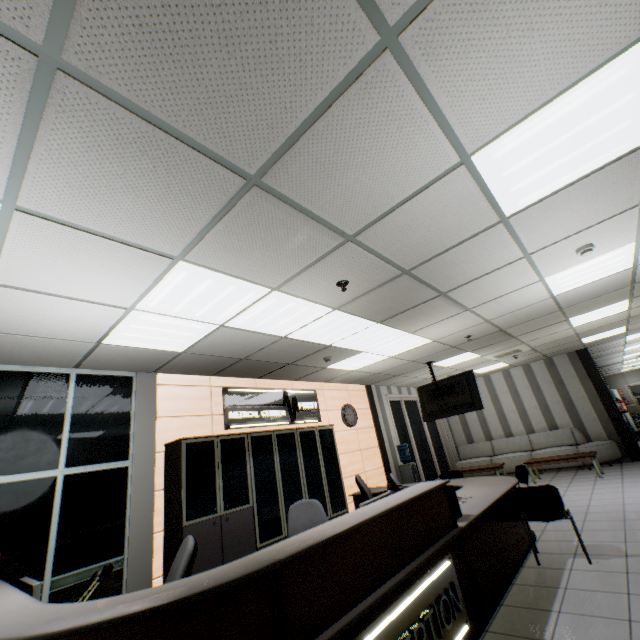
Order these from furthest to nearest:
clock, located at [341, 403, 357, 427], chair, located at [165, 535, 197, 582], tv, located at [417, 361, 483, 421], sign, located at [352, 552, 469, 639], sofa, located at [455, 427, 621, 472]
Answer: sofa, located at [455, 427, 621, 472], clock, located at [341, 403, 357, 427], tv, located at [417, 361, 483, 421], chair, located at [165, 535, 197, 582], sign, located at [352, 552, 469, 639]

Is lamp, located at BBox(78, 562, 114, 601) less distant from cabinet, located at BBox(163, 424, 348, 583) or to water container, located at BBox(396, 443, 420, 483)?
cabinet, located at BBox(163, 424, 348, 583)

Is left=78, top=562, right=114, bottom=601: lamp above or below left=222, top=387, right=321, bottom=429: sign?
below

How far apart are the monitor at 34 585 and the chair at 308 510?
1.89m

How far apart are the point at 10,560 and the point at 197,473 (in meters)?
1.90

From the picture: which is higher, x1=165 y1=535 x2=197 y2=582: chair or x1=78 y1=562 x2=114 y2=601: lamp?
x1=78 y1=562 x2=114 y2=601: lamp

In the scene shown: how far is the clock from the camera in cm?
793

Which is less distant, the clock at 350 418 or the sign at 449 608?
the sign at 449 608
